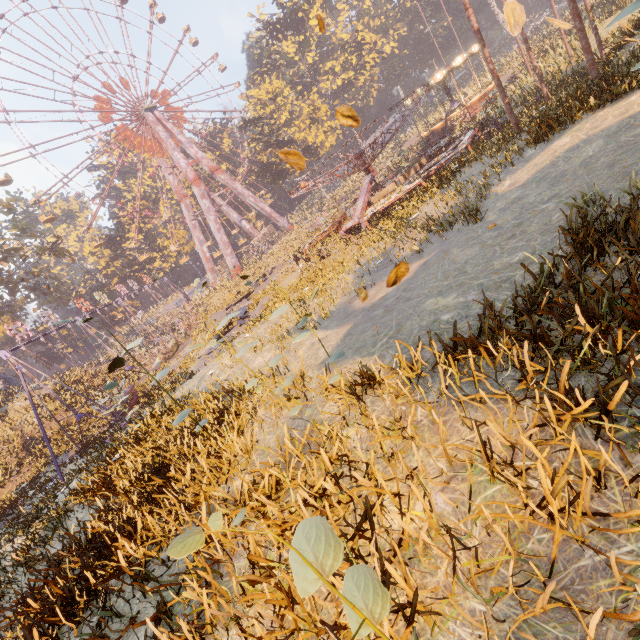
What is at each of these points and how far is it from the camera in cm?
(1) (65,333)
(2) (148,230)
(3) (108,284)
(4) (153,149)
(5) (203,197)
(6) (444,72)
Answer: (1) instancedfoliageactor, 5862
(2) instancedfoliageactor, 5516
(3) instancedfoliageactor, 5619
(4) ferris wheel, 4822
(5) metal support, 4875
(6) carousel, 2927

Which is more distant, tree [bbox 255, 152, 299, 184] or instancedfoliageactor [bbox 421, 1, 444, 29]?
instancedfoliageactor [bbox 421, 1, 444, 29]

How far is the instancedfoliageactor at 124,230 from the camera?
52.8m

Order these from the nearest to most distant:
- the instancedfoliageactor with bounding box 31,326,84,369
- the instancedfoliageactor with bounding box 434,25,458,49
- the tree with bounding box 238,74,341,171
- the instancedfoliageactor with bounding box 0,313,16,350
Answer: the tree with bounding box 238,74,341,171 → the instancedfoliageactor with bounding box 0,313,16,350 → the instancedfoliageactor with bounding box 31,326,84,369 → the instancedfoliageactor with bounding box 434,25,458,49

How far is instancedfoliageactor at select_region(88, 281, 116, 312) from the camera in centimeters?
5541cm

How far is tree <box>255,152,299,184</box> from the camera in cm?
4584

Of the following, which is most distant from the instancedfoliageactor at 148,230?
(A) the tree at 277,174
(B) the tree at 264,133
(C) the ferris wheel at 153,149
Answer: (B) the tree at 264,133

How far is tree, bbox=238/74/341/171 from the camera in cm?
4347
